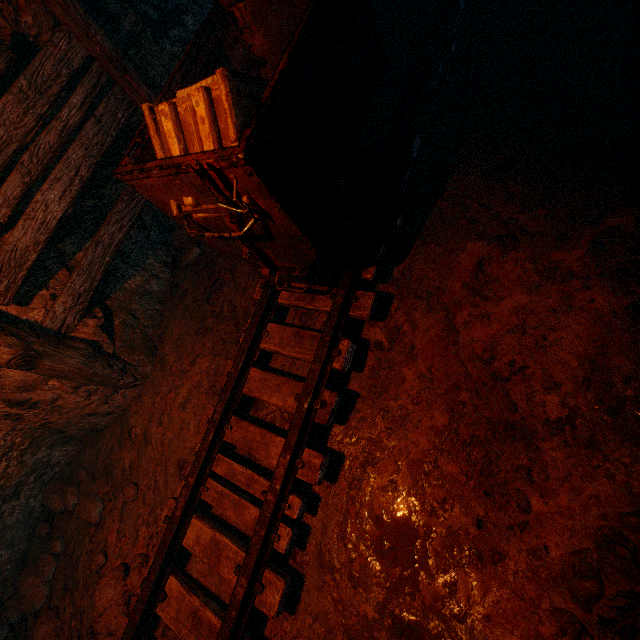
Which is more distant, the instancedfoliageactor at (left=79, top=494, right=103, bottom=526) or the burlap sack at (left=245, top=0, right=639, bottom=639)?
the instancedfoliageactor at (left=79, top=494, right=103, bottom=526)

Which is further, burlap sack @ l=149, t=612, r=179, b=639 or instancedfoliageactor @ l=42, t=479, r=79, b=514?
instancedfoliageactor @ l=42, t=479, r=79, b=514

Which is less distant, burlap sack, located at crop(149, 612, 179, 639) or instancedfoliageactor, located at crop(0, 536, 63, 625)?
burlap sack, located at crop(149, 612, 179, 639)

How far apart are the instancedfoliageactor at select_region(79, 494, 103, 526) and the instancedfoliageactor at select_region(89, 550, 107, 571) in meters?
0.4 m

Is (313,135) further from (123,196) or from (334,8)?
(123,196)

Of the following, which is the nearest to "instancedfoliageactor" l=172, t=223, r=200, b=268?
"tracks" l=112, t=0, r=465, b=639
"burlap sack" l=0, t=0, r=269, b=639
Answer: "burlap sack" l=0, t=0, r=269, b=639

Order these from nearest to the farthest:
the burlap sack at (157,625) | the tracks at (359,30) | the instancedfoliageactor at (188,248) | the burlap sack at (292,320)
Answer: the tracks at (359,30) < the burlap sack at (157,625) < the burlap sack at (292,320) < the instancedfoliageactor at (188,248)

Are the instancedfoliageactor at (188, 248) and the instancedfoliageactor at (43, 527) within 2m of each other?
no
